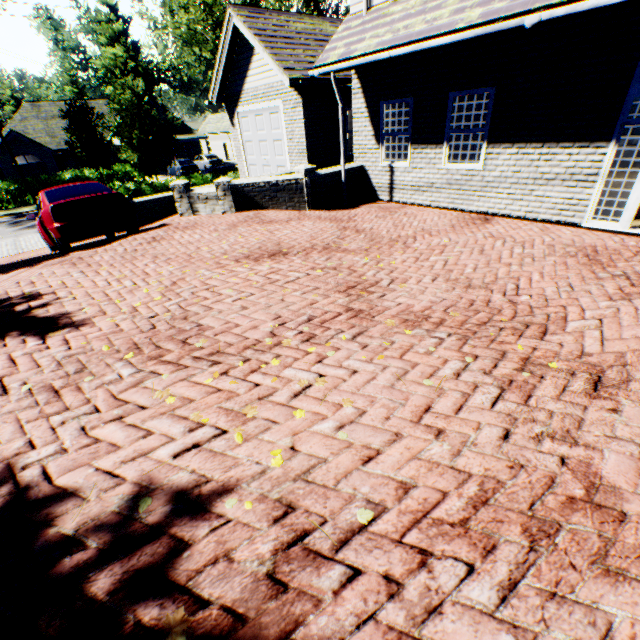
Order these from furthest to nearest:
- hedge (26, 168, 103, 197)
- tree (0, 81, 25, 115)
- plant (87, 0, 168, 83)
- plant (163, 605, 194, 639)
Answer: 1. tree (0, 81, 25, 115)
2. plant (87, 0, 168, 83)
3. hedge (26, 168, 103, 197)
4. plant (163, 605, 194, 639)

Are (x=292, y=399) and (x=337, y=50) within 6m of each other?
no

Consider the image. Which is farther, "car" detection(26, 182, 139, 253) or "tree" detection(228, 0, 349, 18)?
"tree" detection(228, 0, 349, 18)

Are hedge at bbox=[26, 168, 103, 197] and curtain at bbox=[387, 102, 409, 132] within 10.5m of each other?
no

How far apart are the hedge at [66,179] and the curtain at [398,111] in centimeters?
2768cm

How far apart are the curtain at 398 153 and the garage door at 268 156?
4.63m

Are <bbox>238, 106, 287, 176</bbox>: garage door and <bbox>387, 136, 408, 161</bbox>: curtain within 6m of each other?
yes

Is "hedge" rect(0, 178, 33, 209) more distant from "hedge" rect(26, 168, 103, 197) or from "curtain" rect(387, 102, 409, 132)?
"curtain" rect(387, 102, 409, 132)
